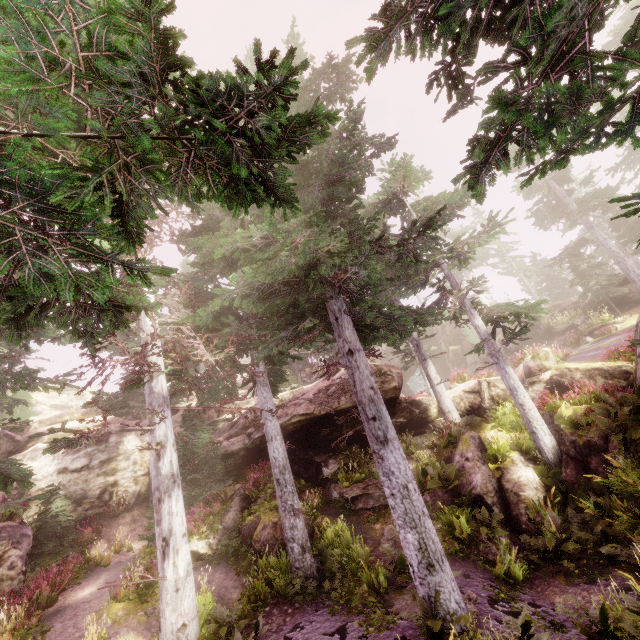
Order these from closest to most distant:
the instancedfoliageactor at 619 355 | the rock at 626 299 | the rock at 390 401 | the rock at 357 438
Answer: the instancedfoliageactor at 619 355
the rock at 390 401
the rock at 357 438
the rock at 626 299

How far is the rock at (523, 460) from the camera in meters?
11.7

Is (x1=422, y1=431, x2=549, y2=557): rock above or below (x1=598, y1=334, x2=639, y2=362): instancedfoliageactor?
below

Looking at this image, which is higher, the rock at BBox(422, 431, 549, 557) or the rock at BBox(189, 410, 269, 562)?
the rock at BBox(189, 410, 269, 562)

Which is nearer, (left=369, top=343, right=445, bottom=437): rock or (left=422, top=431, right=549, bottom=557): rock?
(left=422, top=431, right=549, bottom=557): rock

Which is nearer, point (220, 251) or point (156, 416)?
point (156, 416)
